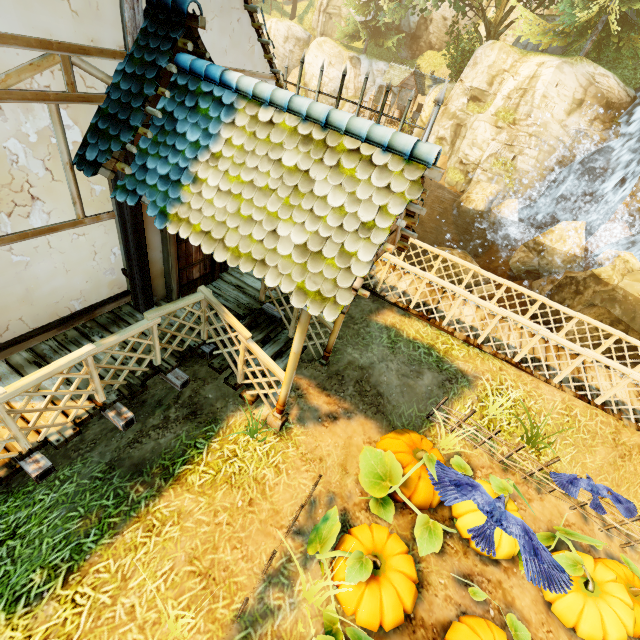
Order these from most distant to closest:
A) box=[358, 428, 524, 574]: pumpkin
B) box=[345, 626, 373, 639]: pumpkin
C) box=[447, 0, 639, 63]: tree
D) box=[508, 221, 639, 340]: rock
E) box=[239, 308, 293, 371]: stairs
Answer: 1. box=[447, 0, 639, 63]: tree
2. box=[508, 221, 639, 340]: rock
3. box=[239, 308, 293, 371]: stairs
4. box=[358, 428, 524, 574]: pumpkin
5. box=[345, 626, 373, 639]: pumpkin

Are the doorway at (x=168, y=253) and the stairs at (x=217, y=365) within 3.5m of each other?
yes

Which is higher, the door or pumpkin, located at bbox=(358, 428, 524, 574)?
the door

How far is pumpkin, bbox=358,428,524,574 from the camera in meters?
4.7

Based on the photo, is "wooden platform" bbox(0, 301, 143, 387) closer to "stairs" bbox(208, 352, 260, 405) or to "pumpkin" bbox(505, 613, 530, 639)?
"stairs" bbox(208, 352, 260, 405)

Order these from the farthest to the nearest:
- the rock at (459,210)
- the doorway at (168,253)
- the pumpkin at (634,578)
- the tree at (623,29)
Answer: the rock at (459,210), the tree at (623,29), the doorway at (168,253), the pumpkin at (634,578)

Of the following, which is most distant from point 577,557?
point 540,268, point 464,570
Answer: point 540,268
